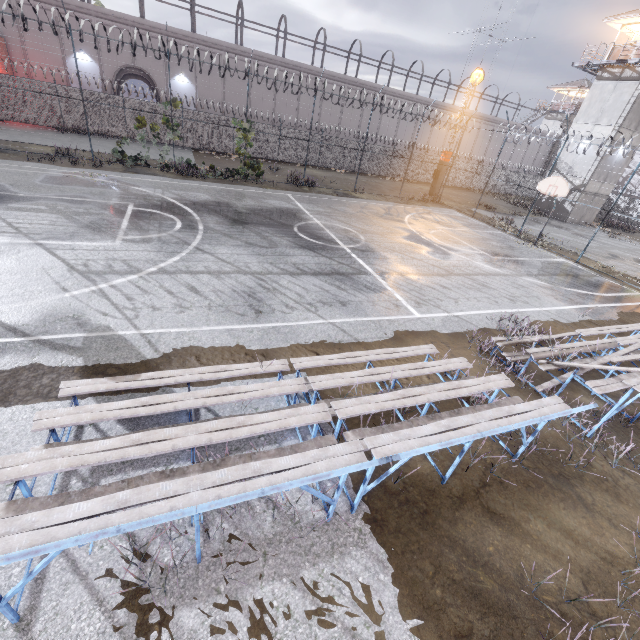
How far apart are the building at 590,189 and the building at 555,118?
23.6m

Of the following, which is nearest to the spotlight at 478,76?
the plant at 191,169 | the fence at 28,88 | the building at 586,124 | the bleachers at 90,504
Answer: the fence at 28,88

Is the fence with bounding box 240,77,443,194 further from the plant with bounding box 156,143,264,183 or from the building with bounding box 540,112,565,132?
the building with bounding box 540,112,565,132

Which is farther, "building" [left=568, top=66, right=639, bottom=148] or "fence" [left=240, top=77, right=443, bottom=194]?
"building" [left=568, top=66, right=639, bottom=148]

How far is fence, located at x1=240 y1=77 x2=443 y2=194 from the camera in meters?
20.8 m

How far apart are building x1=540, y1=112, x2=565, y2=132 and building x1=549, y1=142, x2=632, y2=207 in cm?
2362

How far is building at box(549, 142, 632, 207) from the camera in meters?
27.5 m

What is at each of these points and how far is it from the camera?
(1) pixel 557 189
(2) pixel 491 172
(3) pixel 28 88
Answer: (1) basketball hoop, 17.0m
(2) fence, 21.9m
(3) fence, 21.7m
